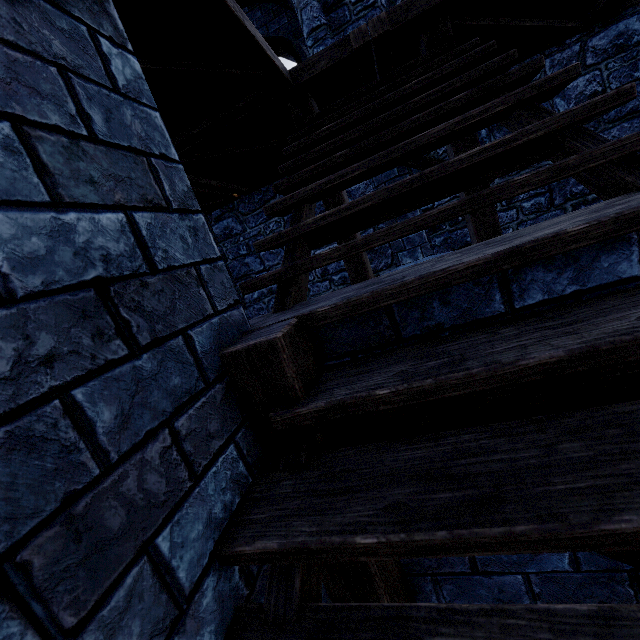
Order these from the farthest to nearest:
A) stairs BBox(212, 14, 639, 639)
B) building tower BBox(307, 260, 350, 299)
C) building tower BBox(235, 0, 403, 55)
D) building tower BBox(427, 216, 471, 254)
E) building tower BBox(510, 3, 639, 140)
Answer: building tower BBox(307, 260, 350, 299), building tower BBox(427, 216, 471, 254), building tower BBox(235, 0, 403, 55), building tower BBox(510, 3, 639, 140), stairs BBox(212, 14, 639, 639)

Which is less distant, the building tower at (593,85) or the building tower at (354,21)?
the building tower at (593,85)

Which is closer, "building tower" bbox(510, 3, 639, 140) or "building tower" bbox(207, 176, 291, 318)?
"building tower" bbox(510, 3, 639, 140)

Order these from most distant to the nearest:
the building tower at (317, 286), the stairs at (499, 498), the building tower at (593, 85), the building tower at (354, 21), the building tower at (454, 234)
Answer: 1. the building tower at (317, 286)
2. the building tower at (454, 234)
3. the building tower at (354, 21)
4. the building tower at (593, 85)
5. the stairs at (499, 498)

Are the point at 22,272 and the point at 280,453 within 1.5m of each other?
yes
